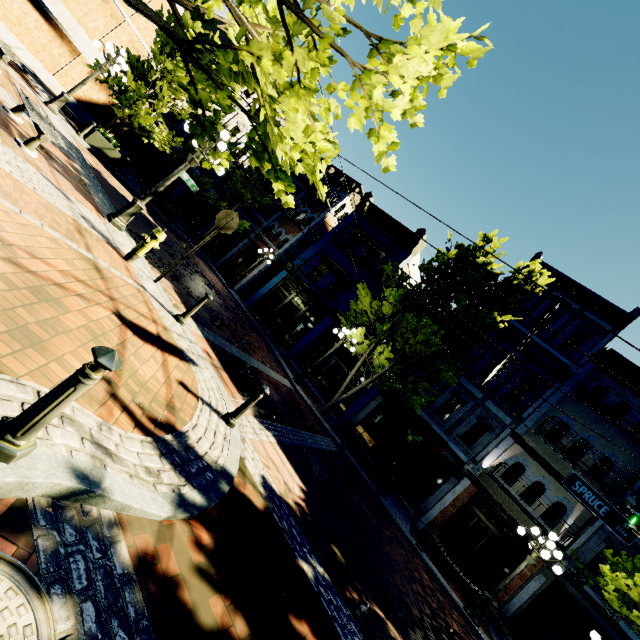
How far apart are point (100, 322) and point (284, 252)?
20.0m

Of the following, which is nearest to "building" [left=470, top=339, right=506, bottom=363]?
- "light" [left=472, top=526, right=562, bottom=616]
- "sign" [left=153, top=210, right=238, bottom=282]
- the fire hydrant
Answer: "light" [left=472, top=526, right=562, bottom=616]

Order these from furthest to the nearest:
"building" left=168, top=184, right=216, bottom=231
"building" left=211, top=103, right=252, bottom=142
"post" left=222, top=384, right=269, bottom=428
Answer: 1. "building" left=168, top=184, right=216, bottom=231
2. "building" left=211, top=103, right=252, bottom=142
3. "post" left=222, top=384, right=269, bottom=428

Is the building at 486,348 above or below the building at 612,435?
below

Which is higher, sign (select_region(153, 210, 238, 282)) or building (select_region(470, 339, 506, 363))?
building (select_region(470, 339, 506, 363))

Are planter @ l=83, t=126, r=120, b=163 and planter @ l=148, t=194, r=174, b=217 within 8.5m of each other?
yes

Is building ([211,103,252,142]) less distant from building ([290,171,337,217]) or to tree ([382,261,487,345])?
building ([290,171,337,217])
